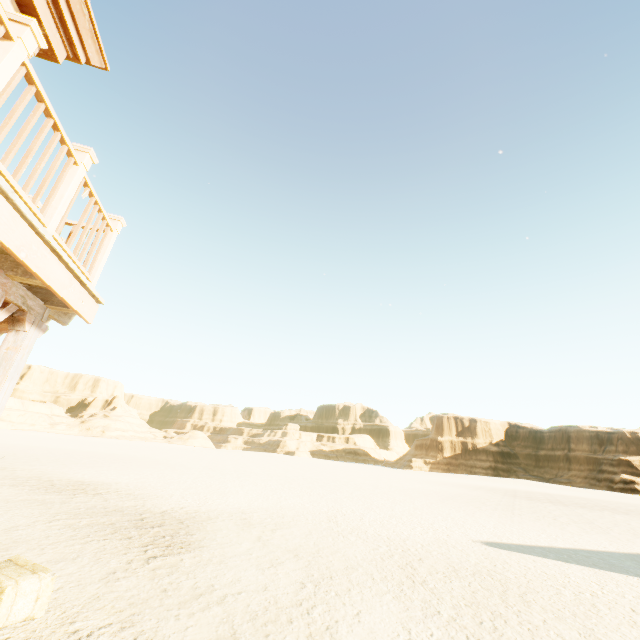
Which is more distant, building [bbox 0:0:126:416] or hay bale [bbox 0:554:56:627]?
hay bale [bbox 0:554:56:627]

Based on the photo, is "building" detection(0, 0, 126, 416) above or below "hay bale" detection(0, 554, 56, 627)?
above

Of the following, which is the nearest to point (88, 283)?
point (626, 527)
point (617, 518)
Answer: point (626, 527)

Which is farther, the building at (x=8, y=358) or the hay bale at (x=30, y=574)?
the hay bale at (x=30, y=574)

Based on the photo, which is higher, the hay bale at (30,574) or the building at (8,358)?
the building at (8,358)
